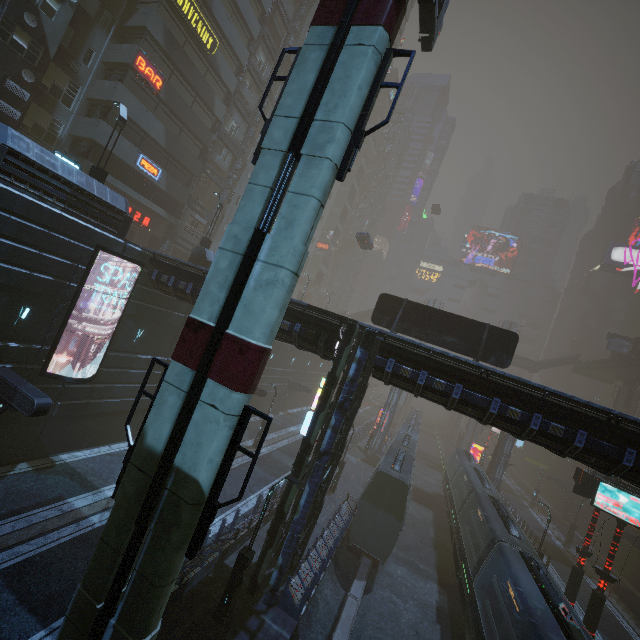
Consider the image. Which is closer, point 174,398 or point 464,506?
point 174,398

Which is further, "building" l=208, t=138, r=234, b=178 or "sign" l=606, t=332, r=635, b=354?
"sign" l=606, t=332, r=635, b=354

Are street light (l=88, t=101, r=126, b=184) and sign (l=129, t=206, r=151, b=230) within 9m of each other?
no

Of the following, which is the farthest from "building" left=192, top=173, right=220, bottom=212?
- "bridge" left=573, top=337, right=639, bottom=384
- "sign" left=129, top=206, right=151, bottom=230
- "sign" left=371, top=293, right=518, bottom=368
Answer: "bridge" left=573, top=337, right=639, bottom=384

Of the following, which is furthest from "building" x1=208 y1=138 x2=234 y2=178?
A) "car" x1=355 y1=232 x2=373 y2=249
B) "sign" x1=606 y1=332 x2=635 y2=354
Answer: "sign" x1=606 y1=332 x2=635 y2=354

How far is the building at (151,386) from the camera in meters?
21.0

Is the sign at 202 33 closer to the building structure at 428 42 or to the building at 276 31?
the building at 276 31

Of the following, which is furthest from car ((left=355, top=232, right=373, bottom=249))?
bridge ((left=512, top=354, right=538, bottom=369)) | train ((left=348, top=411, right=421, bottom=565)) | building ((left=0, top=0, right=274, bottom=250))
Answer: train ((left=348, top=411, right=421, bottom=565))
